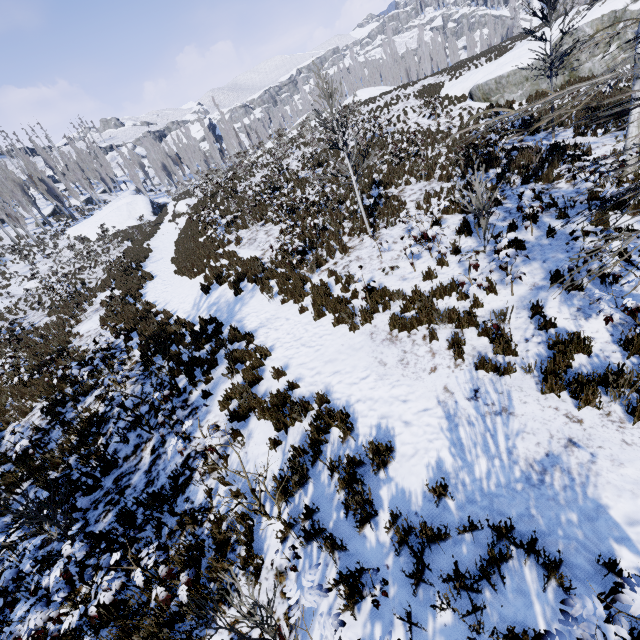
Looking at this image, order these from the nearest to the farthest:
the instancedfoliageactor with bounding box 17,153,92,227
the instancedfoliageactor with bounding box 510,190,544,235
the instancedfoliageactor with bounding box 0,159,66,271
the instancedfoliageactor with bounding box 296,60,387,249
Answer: the instancedfoliageactor with bounding box 510,190,544,235 < the instancedfoliageactor with bounding box 296,60,387,249 < the instancedfoliageactor with bounding box 0,159,66,271 < the instancedfoliageactor with bounding box 17,153,92,227

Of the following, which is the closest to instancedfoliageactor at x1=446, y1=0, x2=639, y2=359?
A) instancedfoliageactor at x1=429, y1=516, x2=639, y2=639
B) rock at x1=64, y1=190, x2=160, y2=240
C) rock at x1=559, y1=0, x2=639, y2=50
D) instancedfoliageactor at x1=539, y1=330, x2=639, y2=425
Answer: rock at x1=64, y1=190, x2=160, y2=240

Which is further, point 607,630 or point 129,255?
point 129,255

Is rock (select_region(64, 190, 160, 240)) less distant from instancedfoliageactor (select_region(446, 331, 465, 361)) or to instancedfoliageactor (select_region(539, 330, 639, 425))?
instancedfoliageactor (select_region(446, 331, 465, 361))

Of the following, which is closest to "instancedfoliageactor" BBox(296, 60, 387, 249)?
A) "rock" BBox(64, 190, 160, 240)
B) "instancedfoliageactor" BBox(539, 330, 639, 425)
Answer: "rock" BBox(64, 190, 160, 240)

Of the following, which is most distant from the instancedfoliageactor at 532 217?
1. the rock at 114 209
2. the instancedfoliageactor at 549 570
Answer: the instancedfoliageactor at 549 570

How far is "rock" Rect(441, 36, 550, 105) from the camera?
19.6m

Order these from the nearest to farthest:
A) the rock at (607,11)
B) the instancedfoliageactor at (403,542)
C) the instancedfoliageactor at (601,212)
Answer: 1. the instancedfoliageactor at (601,212)
2. the instancedfoliageactor at (403,542)
3. the rock at (607,11)
